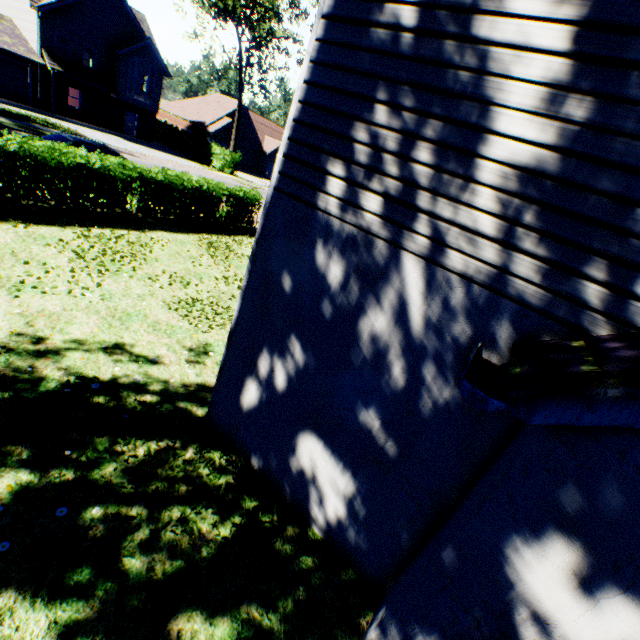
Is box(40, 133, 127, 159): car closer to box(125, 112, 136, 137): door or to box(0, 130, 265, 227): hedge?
box(0, 130, 265, 227): hedge

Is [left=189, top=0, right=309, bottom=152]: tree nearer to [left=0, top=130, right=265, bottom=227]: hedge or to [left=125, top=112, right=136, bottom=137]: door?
[left=0, top=130, right=265, bottom=227]: hedge

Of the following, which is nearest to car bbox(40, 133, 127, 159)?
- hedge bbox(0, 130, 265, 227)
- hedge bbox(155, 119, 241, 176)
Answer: hedge bbox(0, 130, 265, 227)

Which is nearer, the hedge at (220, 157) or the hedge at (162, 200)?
the hedge at (162, 200)

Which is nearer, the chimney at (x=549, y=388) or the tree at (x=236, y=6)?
the chimney at (x=549, y=388)

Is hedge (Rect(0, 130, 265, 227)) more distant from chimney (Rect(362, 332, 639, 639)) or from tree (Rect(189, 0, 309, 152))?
chimney (Rect(362, 332, 639, 639))

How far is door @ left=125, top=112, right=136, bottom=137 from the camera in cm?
3275

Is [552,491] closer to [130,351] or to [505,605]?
[505,605]
